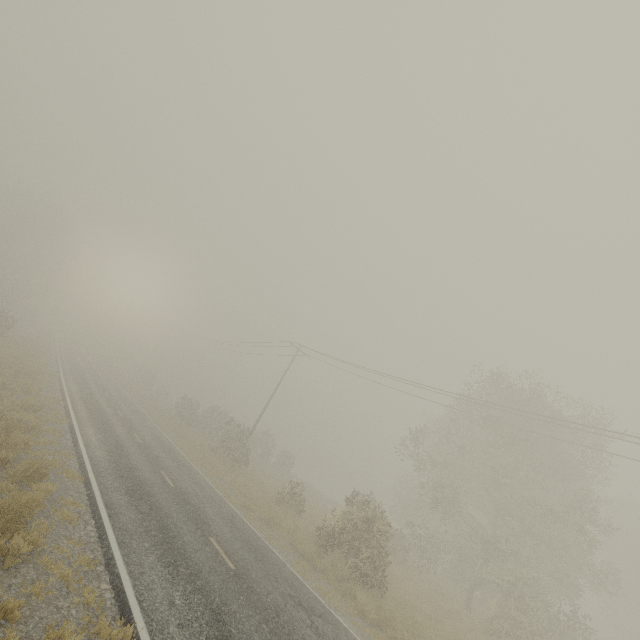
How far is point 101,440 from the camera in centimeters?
1570cm

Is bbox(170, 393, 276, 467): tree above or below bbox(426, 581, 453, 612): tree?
above

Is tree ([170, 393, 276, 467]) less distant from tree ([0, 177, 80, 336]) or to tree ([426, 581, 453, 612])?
tree ([426, 581, 453, 612])

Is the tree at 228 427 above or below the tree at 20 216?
below

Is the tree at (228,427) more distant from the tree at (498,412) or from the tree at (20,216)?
the tree at (20,216)

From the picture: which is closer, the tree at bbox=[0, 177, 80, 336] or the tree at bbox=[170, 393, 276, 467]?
the tree at bbox=[170, 393, 276, 467]

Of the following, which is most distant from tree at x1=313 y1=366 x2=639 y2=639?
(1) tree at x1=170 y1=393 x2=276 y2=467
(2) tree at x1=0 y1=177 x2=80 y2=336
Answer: (2) tree at x1=0 y1=177 x2=80 y2=336
